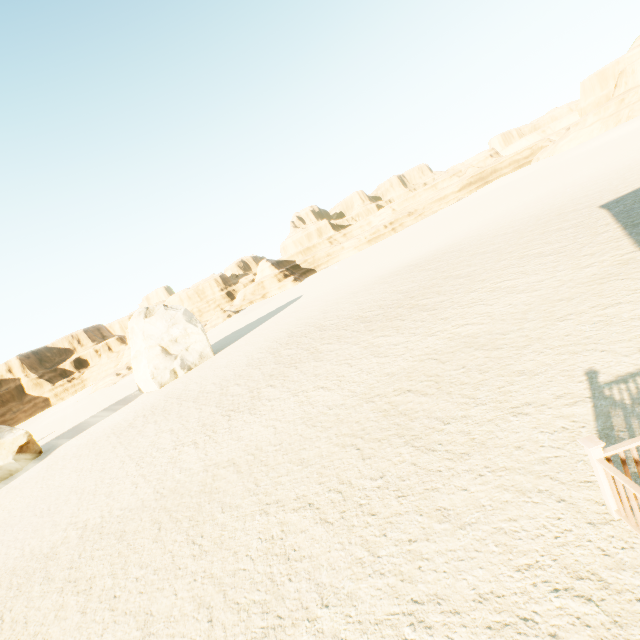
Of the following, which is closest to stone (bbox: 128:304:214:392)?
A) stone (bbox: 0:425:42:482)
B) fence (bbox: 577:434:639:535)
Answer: stone (bbox: 0:425:42:482)

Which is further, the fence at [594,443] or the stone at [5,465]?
the stone at [5,465]

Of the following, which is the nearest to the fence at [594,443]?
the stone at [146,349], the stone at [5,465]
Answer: the stone at [146,349]

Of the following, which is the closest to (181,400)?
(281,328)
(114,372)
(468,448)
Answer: (281,328)

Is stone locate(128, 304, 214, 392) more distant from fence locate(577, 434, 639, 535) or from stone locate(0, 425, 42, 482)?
fence locate(577, 434, 639, 535)

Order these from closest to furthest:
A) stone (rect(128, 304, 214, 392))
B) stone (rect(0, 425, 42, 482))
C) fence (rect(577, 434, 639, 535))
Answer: fence (rect(577, 434, 639, 535))
stone (rect(0, 425, 42, 482))
stone (rect(128, 304, 214, 392))
